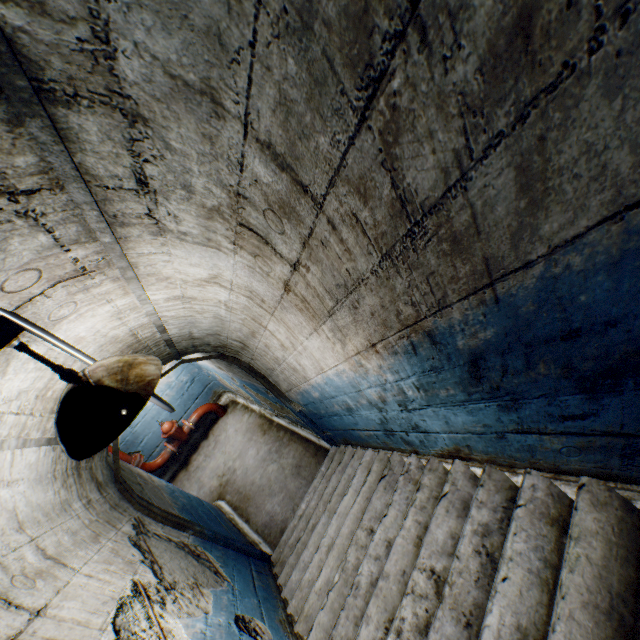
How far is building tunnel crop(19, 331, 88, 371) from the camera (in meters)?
1.26

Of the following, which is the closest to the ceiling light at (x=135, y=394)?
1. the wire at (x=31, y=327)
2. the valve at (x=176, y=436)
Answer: the wire at (x=31, y=327)

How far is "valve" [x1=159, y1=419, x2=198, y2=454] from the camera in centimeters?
612cm

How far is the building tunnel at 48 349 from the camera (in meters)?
1.26

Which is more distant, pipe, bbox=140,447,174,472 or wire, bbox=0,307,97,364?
pipe, bbox=140,447,174,472

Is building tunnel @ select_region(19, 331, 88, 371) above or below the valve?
above

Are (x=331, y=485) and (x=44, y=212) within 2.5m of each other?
no

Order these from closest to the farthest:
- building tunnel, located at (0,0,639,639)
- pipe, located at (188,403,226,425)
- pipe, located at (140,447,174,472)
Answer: building tunnel, located at (0,0,639,639) < pipe, located at (140,447,174,472) < pipe, located at (188,403,226,425)
